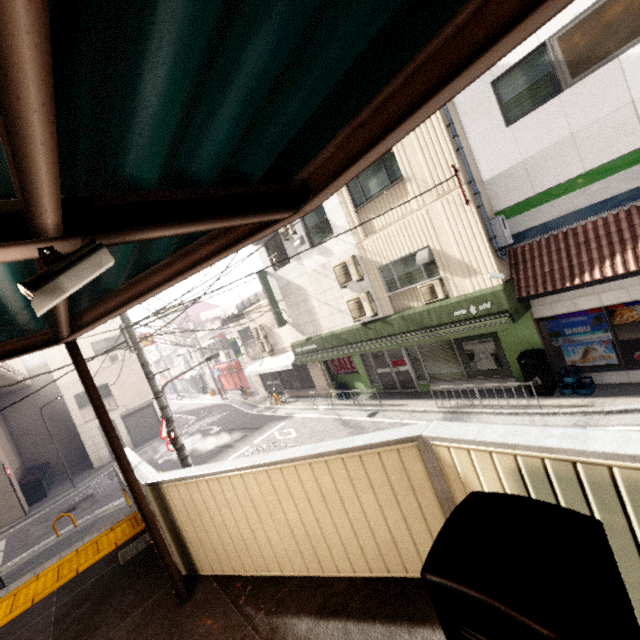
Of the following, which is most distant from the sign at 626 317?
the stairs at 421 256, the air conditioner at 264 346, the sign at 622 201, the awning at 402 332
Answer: the air conditioner at 264 346

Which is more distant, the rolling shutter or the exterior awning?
the rolling shutter

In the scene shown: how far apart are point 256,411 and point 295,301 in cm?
874

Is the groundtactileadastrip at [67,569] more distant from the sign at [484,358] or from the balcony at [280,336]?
the balcony at [280,336]

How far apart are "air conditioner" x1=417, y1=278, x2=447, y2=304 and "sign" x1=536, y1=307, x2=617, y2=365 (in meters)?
2.37

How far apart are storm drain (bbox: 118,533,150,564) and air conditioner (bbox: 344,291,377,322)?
8.3m

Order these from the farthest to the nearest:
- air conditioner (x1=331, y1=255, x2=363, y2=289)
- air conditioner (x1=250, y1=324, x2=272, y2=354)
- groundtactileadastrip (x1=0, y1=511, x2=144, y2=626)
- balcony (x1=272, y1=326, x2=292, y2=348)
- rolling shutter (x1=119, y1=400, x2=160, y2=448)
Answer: rolling shutter (x1=119, y1=400, x2=160, y2=448) < air conditioner (x1=250, y1=324, x2=272, y2=354) < balcony (x1=272, y1=326, x2=292, y2=348) < air conditioner (x1=331, y1=255, x2=363, y2=289) < groundtactileadastrip (x1=0, y1=511, x2=144, y2=626)

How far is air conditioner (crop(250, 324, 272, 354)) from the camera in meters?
19.1
